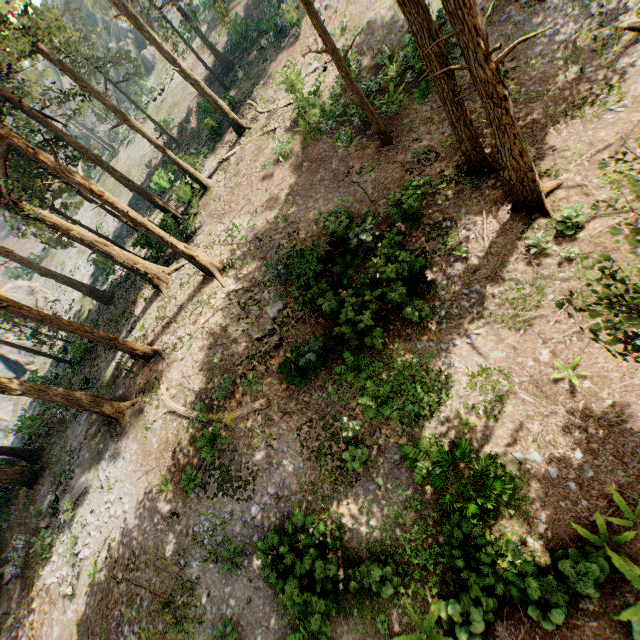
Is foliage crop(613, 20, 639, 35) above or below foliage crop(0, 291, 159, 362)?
below

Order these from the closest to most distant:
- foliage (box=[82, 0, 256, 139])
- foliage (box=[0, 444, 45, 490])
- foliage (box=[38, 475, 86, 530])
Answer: foliage (box=[38, 475, 86, 530]) < foliage (box=[0, 444, 45, 490]) < foliage (box=[82, 0, 256, 139])

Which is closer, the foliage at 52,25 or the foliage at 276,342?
the foliage at 52,25

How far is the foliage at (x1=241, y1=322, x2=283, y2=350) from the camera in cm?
1521

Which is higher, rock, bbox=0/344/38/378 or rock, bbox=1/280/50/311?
rock, bbox=1/280/50/311

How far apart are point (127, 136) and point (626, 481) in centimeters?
6800cm

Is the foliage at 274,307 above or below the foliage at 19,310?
below

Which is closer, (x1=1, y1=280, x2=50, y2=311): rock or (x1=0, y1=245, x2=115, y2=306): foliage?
(x1=0, y1=245, x2=115, y2=306): foliage
